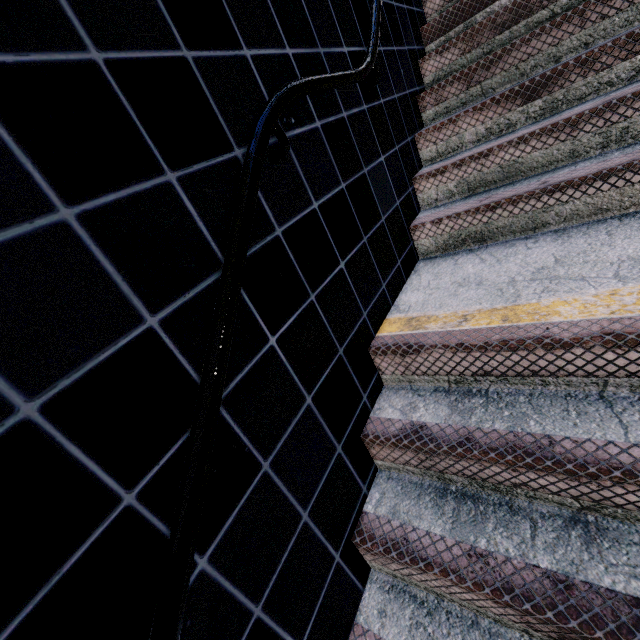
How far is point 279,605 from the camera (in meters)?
1.07
